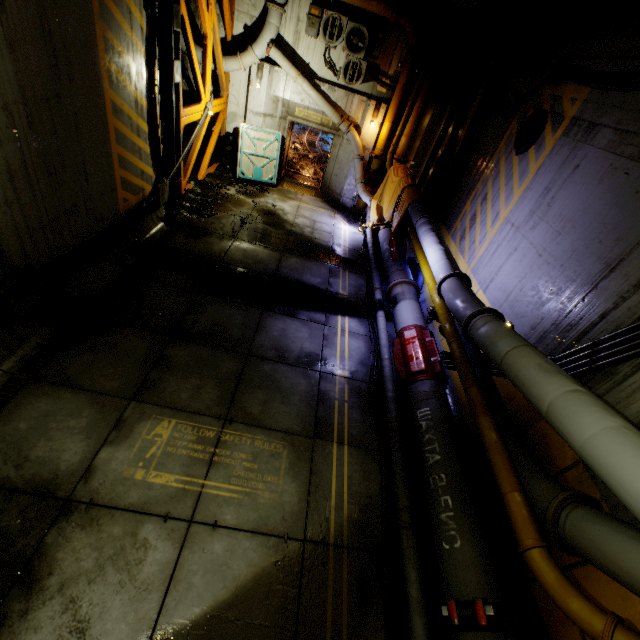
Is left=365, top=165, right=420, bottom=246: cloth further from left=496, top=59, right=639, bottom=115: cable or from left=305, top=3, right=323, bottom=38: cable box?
left=305, top=3, right=323, bottom=38: cable box

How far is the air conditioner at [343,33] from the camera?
10.51m

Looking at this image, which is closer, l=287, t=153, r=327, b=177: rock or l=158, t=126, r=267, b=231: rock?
l=158, t=126, r=267, b=231: rock

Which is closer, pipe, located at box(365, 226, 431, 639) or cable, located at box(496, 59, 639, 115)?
pipe, located at box(365, 226, 431, 639)

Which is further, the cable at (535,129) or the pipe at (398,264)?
the cable at (535,129)

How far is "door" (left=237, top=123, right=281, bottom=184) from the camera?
12.5 meters

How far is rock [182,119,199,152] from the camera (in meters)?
12.27

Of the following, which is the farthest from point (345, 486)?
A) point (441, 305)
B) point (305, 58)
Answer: point (305, 58)
